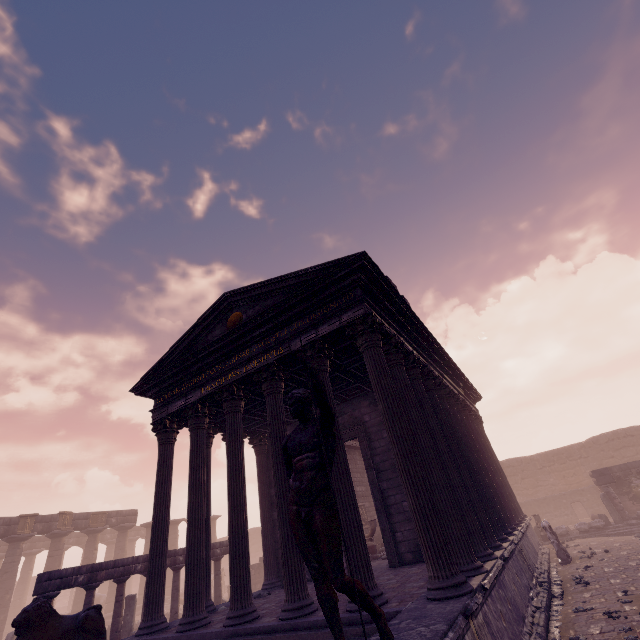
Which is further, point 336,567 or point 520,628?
point 520,628

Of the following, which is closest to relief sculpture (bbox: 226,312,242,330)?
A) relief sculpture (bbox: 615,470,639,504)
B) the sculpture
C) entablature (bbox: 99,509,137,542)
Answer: the sculpture

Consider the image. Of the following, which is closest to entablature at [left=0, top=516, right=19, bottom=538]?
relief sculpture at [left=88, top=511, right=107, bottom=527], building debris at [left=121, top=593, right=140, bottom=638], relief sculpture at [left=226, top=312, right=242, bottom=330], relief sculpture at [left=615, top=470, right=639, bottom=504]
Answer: relief sculpture at [left=88, top=511, right=107, bottom=527]

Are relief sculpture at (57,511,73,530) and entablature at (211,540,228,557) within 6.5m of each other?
no

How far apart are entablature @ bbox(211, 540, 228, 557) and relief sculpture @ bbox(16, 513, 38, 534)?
15.54m

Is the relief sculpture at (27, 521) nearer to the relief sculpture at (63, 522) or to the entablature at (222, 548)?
the relief sculpture at (63, 522)

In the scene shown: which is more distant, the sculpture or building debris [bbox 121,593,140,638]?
building debris [bbox 121,593,140,638]

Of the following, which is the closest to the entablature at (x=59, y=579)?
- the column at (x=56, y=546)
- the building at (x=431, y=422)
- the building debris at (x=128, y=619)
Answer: the building debris at (x=128, y=619)
